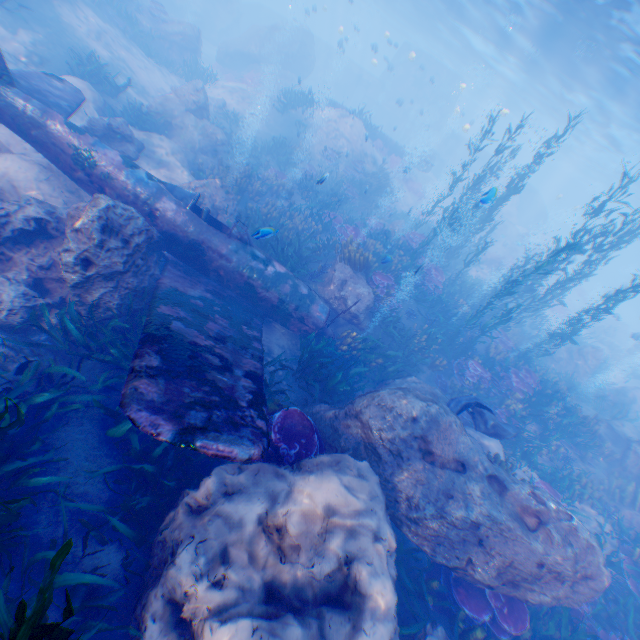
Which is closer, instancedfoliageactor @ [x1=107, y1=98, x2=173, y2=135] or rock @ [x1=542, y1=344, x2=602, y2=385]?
instancedfoliageactor @ [x1=107, y1=98, x2=173, y2=135]

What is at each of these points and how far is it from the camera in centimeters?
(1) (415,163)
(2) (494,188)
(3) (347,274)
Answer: (1) plane, 2783cm
(2) rock, 671cm
(3) rock, 1143cm

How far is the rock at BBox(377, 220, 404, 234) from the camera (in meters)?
18.20

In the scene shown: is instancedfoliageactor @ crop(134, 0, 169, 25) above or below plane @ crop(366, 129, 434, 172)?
below

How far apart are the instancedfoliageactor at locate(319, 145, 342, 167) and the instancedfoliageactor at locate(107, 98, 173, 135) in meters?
9.1

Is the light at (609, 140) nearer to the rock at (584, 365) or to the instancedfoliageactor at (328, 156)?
the rock at (584, 365)

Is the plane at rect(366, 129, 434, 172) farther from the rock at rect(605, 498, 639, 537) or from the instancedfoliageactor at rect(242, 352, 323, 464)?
the instancedfoliageactor at rect(242, 352, 323, 464)

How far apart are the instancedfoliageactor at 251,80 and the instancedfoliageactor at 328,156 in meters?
9.1 m
